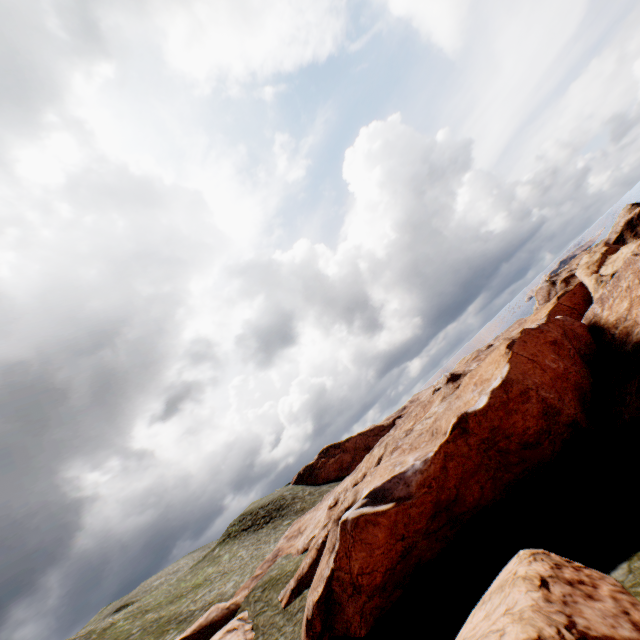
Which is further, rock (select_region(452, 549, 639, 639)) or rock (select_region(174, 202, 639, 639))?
rock (select_region(174, 202, 639, 639))

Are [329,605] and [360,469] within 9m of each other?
no

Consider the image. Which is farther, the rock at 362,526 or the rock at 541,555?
the rock at 362,526
